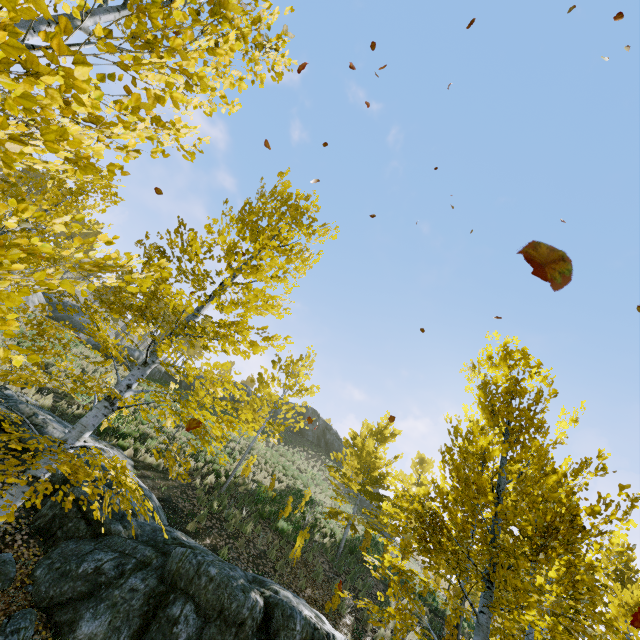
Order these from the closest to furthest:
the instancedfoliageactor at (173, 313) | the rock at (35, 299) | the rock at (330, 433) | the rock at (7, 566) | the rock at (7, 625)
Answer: the instancedfoliageactor at (173, 313)
the rock at (7, 625)
the rock at (7, 566)
the rock at (35, 299)
the rock at (330, 433)

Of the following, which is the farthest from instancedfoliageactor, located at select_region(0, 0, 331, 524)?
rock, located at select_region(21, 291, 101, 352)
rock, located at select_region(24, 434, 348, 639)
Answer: rock, located at select_region(21, 291, 101, 352)

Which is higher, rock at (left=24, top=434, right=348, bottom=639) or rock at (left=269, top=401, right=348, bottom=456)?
rock at (left=269, top=401, right=348, bottom=456)

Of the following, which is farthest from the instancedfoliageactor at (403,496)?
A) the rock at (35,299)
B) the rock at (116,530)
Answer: the rock at (35,299)

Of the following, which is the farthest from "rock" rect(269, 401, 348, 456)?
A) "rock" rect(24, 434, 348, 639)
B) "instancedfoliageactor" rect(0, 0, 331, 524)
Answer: "rock" rect(24, 434, 348, 639)

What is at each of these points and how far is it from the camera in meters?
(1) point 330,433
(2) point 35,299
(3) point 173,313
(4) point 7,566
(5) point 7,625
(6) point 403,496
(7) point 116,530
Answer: (1) rock, 42.0
(2) rock, 20.0
(3) instancedfoliageactor, 4.2
(4) rock, 5.0
(5) rock, 4.5
(6) instancedfoliageactor, 23.1
(7) rock, 6.1

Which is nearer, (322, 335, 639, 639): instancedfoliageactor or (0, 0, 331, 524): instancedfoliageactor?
(0, 0, 331, 524): instancedfoliageactor
